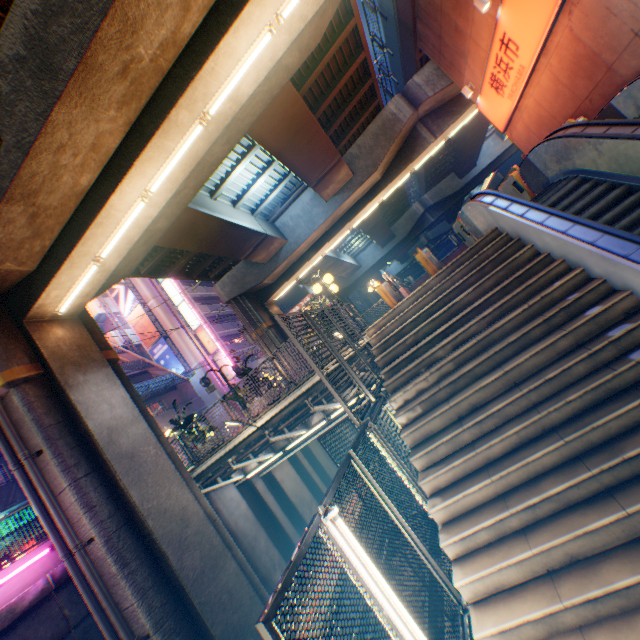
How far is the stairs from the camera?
34.6 meters

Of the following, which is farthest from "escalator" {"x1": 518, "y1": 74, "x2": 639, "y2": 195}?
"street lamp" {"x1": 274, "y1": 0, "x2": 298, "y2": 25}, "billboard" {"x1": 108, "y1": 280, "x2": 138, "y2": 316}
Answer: "billboard" {"x1": 108, "y1": 280, "x2": 138, "y2": 316}

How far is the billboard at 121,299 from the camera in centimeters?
3494cm

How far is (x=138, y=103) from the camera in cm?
698

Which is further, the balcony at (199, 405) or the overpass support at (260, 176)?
the balcony at (199, 405)

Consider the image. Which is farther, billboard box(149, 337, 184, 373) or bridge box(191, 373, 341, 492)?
billboard box(149, 337, 184, 373)

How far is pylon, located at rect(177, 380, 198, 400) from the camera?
28.58m

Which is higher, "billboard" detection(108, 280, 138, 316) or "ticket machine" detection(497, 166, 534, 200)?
"billboard" detection(108, 280, 138, 316)
